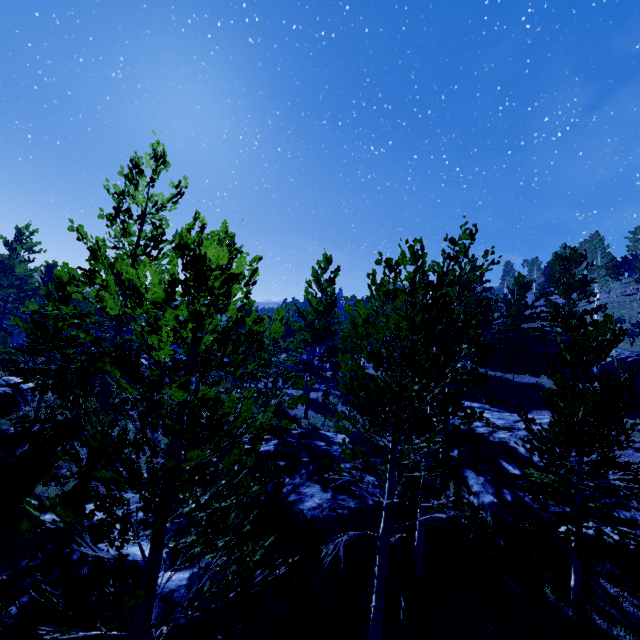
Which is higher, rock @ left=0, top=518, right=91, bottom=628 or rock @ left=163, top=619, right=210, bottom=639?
rock @ left=0, top=518, right=91, bottom=628

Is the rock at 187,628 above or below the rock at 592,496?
below

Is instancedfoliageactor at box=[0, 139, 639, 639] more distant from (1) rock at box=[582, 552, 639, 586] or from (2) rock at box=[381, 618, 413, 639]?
(1) rock at box=[582, 552, 639, 586]

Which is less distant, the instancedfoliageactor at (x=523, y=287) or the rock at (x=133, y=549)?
the instancedfoliageactor at (x=523, y=287)

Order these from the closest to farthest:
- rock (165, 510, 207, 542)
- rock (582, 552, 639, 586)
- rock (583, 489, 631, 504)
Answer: rock (165, 510, 207, 542) < rock (582, 552, 639, 586) < rock (583, 489, 631, 504)

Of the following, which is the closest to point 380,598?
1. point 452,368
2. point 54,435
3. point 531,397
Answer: point 452,368

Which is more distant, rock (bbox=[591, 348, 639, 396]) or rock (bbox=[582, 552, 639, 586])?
rock (bbox=[591, 348, 639, 396])

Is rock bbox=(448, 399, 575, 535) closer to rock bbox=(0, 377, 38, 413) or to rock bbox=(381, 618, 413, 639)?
rock bbox=(381, 618, 413, 639)
